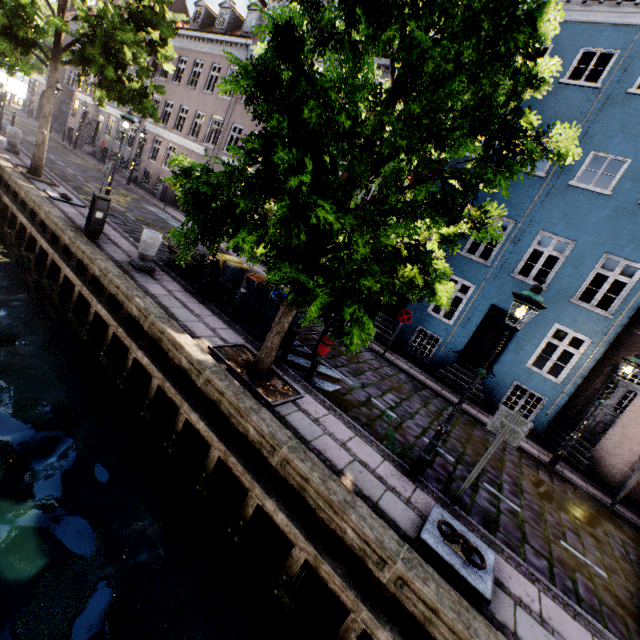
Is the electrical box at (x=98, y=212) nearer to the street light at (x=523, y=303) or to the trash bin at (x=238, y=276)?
the trash bin at (x=238, y=276)

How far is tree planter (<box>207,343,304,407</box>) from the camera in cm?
593

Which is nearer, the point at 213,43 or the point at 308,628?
the point at 308,628

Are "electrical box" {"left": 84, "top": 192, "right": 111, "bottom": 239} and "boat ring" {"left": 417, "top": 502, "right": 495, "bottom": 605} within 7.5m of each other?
no

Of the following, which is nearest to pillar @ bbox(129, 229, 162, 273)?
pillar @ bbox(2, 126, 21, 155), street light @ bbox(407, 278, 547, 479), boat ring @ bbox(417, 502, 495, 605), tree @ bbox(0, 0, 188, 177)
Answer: tree @ bbox(0, 0, 188, 177)

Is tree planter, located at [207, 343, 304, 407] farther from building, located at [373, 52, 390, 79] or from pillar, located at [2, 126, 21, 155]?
pillar, located at [2, 126, 21, 155]

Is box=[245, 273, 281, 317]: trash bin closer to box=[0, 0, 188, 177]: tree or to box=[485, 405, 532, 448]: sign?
box=[0, 0, 188, 177]: tree

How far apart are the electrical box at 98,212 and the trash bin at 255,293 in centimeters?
449cm
